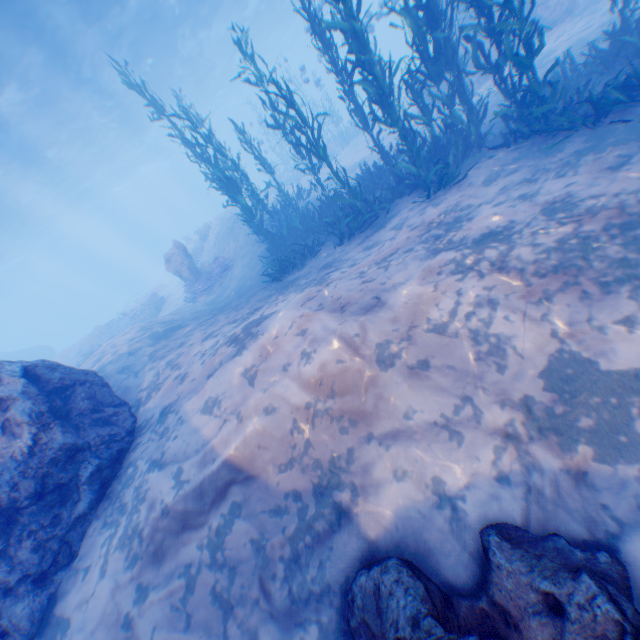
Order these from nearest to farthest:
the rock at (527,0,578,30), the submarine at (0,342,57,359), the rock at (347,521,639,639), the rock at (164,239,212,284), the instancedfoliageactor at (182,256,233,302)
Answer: the rock at (347,521,639,639)
the rock at (527,0,578,30)
the instancedfoliageactor at (182,256,233,302)
the rock at (164,239,212,284)
the submarine at (0,342,57,359)

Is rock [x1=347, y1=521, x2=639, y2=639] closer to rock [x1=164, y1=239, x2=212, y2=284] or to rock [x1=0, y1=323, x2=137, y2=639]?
rock [x1=0, y1=323, x2=137, y2=639]

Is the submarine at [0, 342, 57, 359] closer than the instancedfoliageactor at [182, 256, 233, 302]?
No

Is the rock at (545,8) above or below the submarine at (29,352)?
below

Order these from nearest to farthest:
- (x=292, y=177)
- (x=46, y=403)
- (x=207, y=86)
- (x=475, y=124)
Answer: (x=46, y=403)
(x=475, y=124)
(x=292, y=177)
(x=207, y=86)

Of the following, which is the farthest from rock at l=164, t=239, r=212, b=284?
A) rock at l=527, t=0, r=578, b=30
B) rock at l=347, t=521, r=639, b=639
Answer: rock at l=347, t=521, r=639, b=639

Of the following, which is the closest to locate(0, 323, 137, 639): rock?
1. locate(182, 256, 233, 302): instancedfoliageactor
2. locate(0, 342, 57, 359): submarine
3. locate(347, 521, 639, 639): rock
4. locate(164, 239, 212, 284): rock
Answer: locate(0, 342, 57, 359): submarine

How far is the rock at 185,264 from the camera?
17.12m
